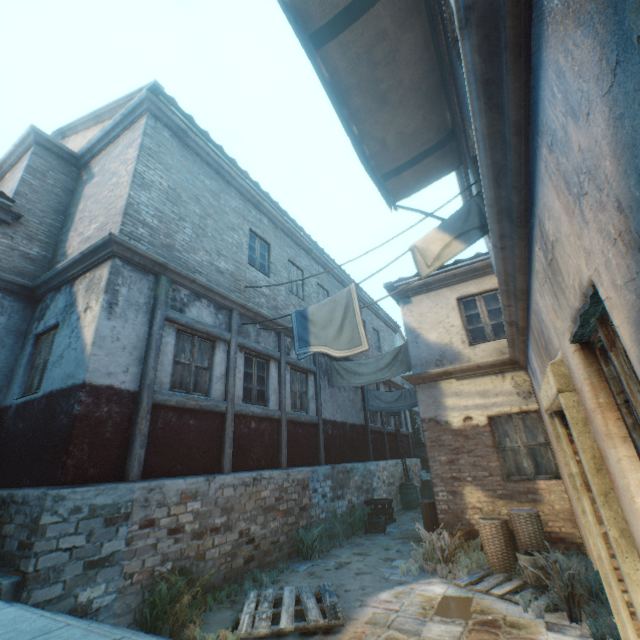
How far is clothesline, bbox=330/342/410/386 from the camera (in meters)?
10.09

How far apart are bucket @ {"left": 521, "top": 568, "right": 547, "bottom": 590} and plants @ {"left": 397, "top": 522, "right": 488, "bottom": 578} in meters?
0.9

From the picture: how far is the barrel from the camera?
13.7 meters

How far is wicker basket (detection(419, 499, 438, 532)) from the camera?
7.7m

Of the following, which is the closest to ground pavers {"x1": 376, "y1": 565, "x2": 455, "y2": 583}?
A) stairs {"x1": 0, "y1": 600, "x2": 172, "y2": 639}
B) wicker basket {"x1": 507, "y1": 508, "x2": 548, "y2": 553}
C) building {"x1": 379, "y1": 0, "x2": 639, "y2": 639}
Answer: building {"x1": 379, "y1": 0, "x2": 639, "y2": 639}

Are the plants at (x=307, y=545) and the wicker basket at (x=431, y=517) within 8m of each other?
yes

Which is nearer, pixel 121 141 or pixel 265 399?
pixel 121 141

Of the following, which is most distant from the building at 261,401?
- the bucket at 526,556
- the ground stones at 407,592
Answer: the bucket at 526,556
